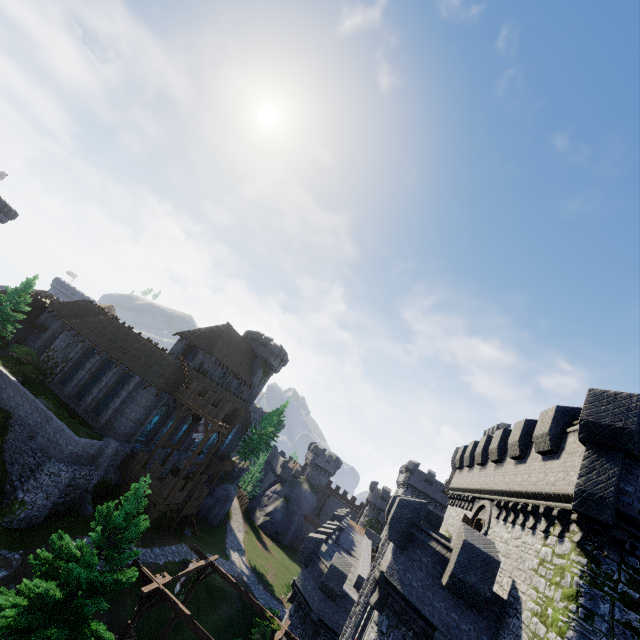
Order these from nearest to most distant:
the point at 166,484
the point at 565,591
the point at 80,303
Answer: the point at 565,591, the point at 166,484, the point at 80,303

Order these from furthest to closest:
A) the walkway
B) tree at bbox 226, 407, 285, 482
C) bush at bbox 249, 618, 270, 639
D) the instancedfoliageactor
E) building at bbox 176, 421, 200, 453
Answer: tree at bbox 226, 407, 285, 482
building at bbox 176, 421, 200, 453
bush at bbox 249, 618, 270, 639
the walkway
the instancedfoliageactor

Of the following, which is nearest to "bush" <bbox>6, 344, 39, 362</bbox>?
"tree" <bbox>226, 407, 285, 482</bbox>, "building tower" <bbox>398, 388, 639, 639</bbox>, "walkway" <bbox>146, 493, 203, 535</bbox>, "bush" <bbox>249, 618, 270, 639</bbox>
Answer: "walkway" <bbox>146, 493, 203, 535</bbox>

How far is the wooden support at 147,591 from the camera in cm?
1538

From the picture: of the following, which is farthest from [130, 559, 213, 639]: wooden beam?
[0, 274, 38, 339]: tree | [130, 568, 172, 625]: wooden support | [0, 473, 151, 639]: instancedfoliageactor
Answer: [0, 274, 38, 339]: tree

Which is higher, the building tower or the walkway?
the building tower

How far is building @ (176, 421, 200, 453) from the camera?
39.9m

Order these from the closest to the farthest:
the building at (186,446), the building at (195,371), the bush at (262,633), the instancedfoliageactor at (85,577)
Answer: the instancedfoliageactor at (85,577) → the bush at (262,633) → the building at (195,371) → the building at (186,446)
